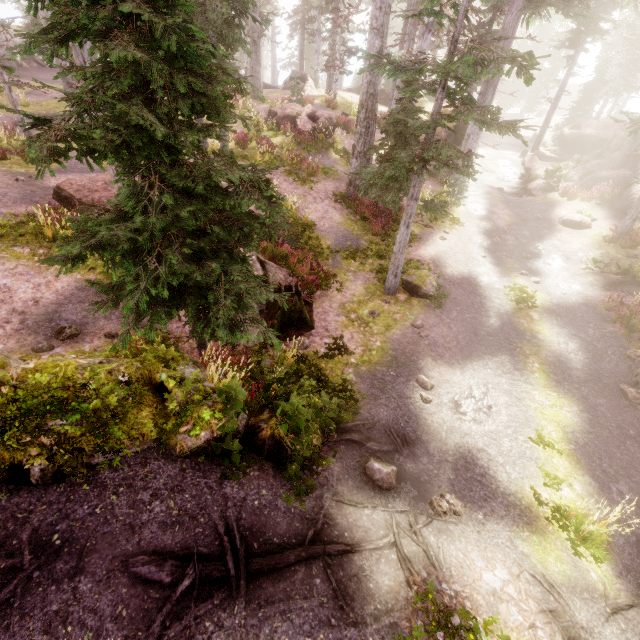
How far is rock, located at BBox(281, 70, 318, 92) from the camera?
30.2 meters

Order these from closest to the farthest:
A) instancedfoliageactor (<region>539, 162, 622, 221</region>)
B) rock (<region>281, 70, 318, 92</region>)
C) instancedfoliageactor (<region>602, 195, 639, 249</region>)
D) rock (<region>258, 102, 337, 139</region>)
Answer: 1. instancedfoliageactor (<region>602, 195, 639, 249</region>)
2. instancedfoliageactor (<region>539, 162, 622, 221</region>)
3. rock (<region>258, 102, 337, 139</region>)
4. rock (<region>281, 70, 318, 92</region>)

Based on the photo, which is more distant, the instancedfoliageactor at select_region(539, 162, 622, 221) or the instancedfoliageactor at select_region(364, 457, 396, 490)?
the instancedfoliageactor at select_region(539, 162, 622, 221)

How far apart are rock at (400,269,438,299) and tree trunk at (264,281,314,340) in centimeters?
352cm

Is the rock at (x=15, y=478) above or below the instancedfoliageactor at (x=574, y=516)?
above

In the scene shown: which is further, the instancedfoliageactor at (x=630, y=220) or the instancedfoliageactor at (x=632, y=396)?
the instancedfoliageactor at (x=630, y=220)

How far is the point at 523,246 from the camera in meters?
16.9
